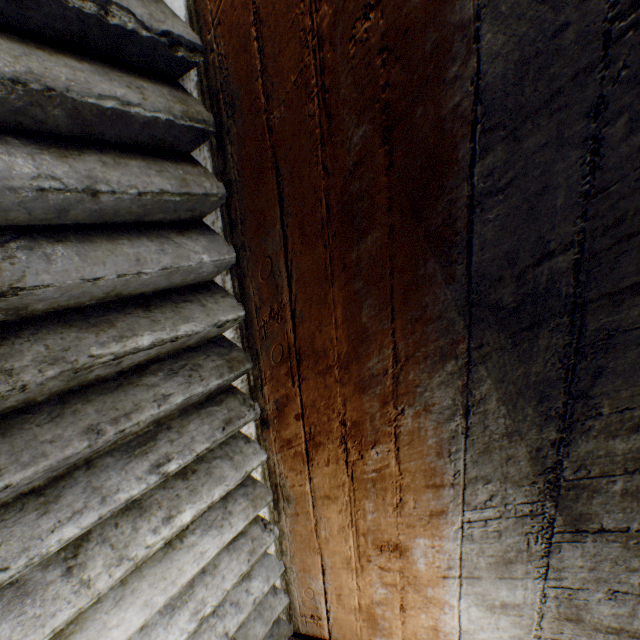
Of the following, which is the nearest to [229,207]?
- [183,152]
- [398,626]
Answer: [183,152]
